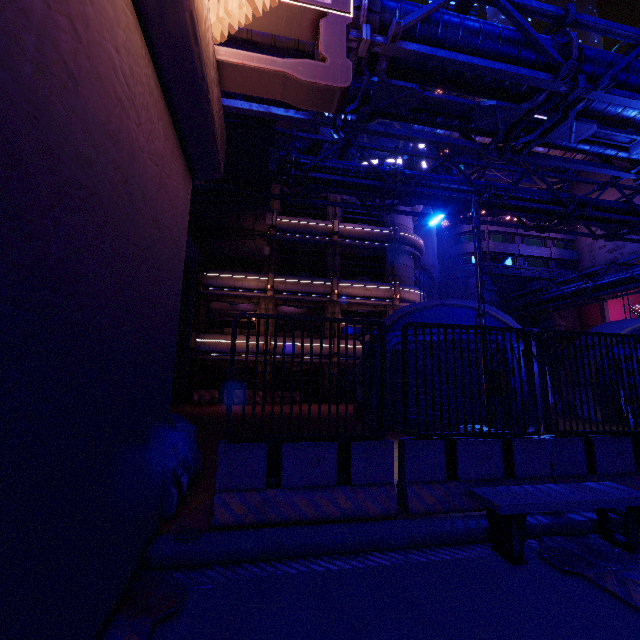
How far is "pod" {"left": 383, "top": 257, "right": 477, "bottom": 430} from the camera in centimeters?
1195cm

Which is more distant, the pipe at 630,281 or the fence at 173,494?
the pipe at 630,281

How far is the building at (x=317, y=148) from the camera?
26.2 meters

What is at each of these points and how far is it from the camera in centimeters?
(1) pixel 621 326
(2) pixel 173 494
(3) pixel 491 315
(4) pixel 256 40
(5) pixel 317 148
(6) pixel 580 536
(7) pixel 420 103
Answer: (1) pod, 1595cm
(2) fence, 432cm
(3) pod, 1209cm
(4) pipe, 677cm
(5) building, 2692cm
(6) walkway, 428cm
(7) pipe, 784cm

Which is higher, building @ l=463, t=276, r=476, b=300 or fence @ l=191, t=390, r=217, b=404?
building @ l=463, t=276, r=476, b=300

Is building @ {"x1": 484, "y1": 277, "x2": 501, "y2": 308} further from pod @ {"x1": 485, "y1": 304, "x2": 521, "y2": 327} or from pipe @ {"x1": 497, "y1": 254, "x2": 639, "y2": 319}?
pod @ {"x1": 485, "y1": 304, "x2": 521, "y2": 327}

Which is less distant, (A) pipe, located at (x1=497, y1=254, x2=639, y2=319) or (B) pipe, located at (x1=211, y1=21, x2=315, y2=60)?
(B) pipe, located at (x1=211, y1=21, x2=315, y2=60)

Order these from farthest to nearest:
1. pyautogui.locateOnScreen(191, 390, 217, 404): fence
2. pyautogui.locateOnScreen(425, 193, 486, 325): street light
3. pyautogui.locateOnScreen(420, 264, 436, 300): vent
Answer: pyautogui.locateOnScreen(420, 264, 436, 300): vent < pyautogui.locateOnScreen(191, 390, 217, 404): fence < pyautogui.locateOnScreen(425, 193, 486, 325): street light
